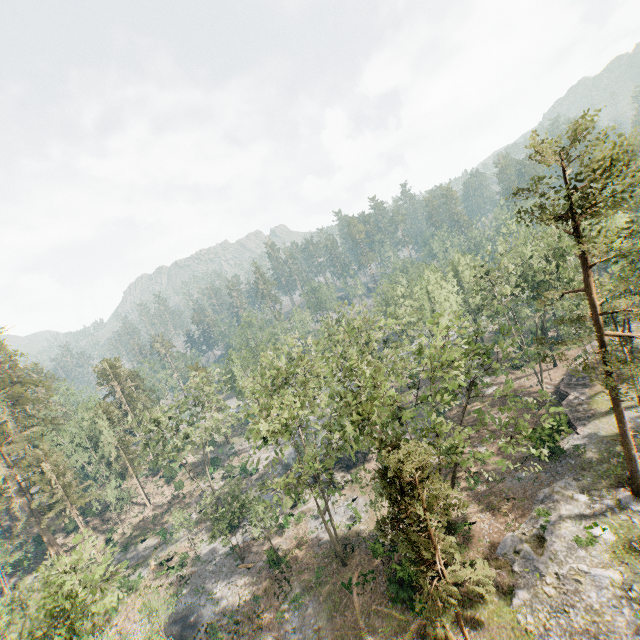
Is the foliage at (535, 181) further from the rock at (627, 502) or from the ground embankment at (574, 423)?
the ground embankment at (574, 423)

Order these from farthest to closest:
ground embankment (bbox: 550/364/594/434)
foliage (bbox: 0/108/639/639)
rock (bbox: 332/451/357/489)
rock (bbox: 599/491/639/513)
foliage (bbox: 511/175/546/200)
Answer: rock (bbox: 332/451/357/489)
ground embankment (bbox: 550/364/594/434)
rock (bbox: 599/491/639/513)
foliage (bbox: 511/175/546/200)
foliage (bbox: 0/108/639/639)

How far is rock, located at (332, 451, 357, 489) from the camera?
39.0m

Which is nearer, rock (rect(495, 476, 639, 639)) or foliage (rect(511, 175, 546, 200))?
rock (rect(495, 476, 639, 639))

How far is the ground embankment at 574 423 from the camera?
31.57m

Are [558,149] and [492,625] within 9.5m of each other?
no

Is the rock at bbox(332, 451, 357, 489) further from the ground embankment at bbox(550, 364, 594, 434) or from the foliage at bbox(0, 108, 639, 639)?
the ground embankment at bbox(550, 364, 594, 434)

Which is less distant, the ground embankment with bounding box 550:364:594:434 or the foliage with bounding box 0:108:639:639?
the foliage with bounding box 0:108:639:639
